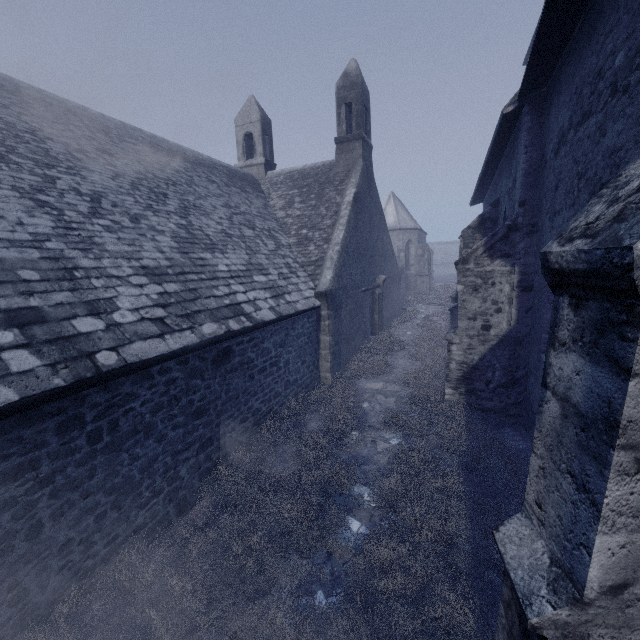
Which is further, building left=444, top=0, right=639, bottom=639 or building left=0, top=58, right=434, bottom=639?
building left=0, top=58, right=434, bottom=639

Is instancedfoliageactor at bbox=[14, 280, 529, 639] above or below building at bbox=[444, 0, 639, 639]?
below

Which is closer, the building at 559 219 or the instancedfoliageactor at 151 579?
the building at 559 219

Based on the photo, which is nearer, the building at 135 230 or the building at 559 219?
the building at 559 219

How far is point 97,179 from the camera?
7.1 meters

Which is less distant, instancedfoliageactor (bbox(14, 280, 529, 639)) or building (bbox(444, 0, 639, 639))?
building (bbox(444, 0, 639, 639))
